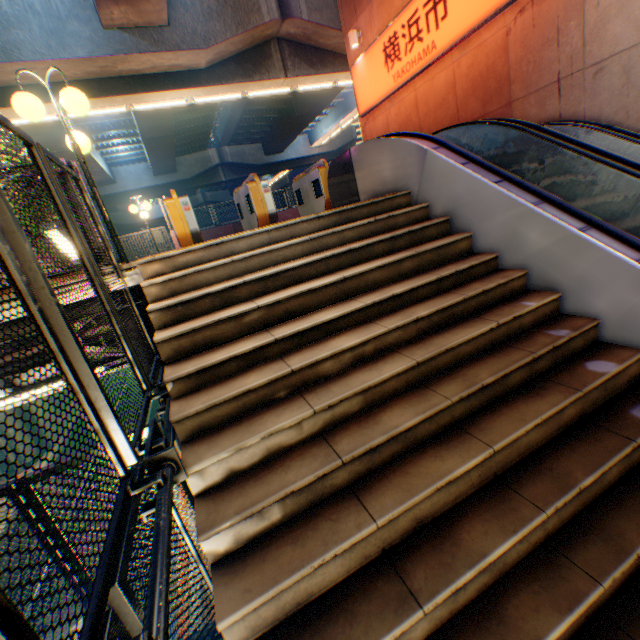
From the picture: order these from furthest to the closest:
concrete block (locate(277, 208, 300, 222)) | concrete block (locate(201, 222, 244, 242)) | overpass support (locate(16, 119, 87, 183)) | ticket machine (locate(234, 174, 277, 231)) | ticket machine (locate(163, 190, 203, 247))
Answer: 1. concrete block (locate(277, 208, 300, 222))
2. concrete block (locate(201, 222, 244, 242))
3. overpass support (locate(16, 119, 87, 183))
4. ticket machine (locate(234, 174, 277, 231))
5. ticket machine (locate(163, 190, 203, 247))

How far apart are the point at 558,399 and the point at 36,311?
3.6 meters

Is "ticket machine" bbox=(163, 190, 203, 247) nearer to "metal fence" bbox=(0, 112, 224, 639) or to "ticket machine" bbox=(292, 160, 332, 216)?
"metal fence" bbox=(0, 112, 224, 639)

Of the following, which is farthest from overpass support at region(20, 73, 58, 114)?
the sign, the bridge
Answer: the sign

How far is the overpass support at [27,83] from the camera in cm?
1090

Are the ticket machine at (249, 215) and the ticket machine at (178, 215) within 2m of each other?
yes

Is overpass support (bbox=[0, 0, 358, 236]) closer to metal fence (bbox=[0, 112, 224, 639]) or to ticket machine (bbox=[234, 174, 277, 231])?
metal fence (bbox=[0, 112, 224, 639])

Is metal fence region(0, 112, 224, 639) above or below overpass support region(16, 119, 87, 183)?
below
